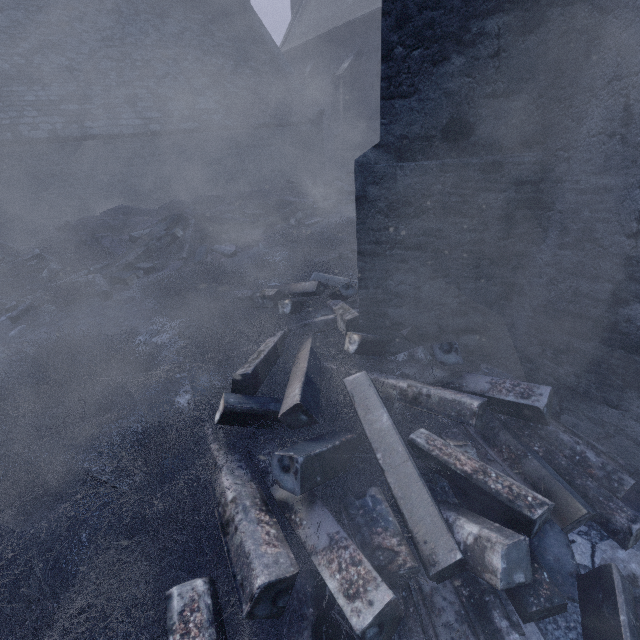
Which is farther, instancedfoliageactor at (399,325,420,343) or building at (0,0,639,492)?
instancedfoliageactor at (399,325,420,343)

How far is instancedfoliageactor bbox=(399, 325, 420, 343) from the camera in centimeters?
329cm

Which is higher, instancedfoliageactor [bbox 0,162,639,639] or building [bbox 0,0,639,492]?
building [bbox 0,0,639,492]

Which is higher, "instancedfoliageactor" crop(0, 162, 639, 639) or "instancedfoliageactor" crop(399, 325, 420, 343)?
"instancedfoliageactor" crop(399, 325, 420, 343)

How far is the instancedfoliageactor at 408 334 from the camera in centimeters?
329cm

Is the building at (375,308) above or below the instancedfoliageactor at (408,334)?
above

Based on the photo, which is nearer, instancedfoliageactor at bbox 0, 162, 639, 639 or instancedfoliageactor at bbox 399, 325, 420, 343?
instancedfoliageactor at bbox 0, 162, 639, 639

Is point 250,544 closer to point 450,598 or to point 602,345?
point 450,598
